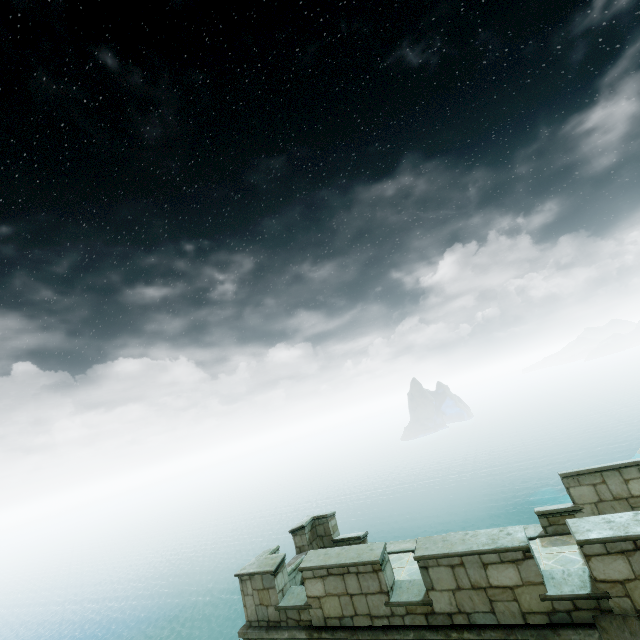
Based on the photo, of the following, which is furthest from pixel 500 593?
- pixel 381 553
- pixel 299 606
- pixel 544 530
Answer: pixel 299 606
